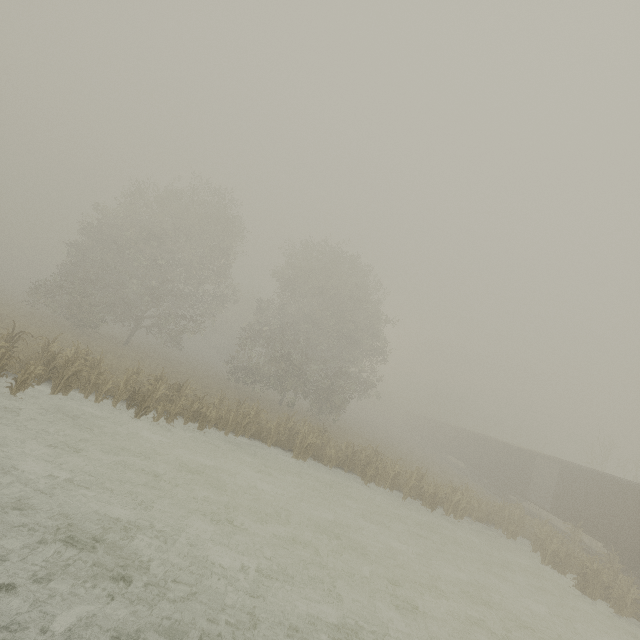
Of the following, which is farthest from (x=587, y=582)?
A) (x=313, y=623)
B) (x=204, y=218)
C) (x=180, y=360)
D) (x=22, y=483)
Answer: (x=180, y=360)

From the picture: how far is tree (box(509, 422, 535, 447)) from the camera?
50.5m

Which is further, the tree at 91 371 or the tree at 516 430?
the tree at 516 430

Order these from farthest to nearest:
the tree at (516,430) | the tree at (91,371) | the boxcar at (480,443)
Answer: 1. the tree at (516,430)
2. the boxcar at (480,443)
3. the tree at (91,371)

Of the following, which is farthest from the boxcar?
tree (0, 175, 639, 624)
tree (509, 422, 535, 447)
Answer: tree (0, 175, 639, 624)

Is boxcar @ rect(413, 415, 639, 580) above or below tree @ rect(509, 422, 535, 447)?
below
